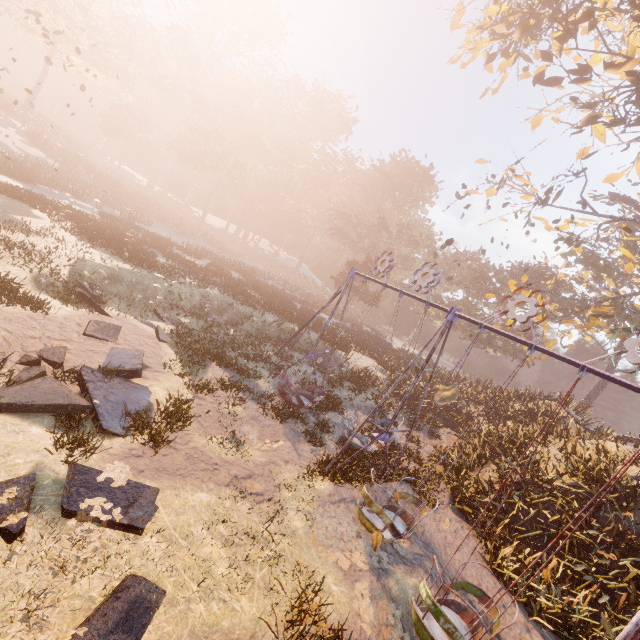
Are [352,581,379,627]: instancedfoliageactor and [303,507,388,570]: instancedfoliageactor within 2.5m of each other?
yes

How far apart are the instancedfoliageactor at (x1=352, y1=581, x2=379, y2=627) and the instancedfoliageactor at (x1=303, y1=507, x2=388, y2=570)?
0.4m

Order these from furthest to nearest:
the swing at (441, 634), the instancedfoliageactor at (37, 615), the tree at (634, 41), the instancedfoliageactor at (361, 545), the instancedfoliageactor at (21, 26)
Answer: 1. the instancedfoliageactor at (21, 26)
2. the tree at (634, 41)
3. the instancedfoliageactor at (361, 545)
4. the swing at (441, 634)
5. the instancedfoliageactor at (37, 615)

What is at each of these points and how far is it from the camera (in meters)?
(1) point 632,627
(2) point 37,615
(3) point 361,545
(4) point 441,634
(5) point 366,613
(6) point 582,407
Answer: (1) swing, 4.49
(2) instancedfoliageactor, 3.95
(3) instancedfoliageactor, 8.10
(4) swing, 6.45
(5) instancedfoliageactor, 6.16
(6) instancedfoliageactor, 21.86

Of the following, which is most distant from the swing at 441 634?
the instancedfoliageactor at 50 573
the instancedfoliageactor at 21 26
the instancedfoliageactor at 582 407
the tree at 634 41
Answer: the instancedfoliageactor at 582 407

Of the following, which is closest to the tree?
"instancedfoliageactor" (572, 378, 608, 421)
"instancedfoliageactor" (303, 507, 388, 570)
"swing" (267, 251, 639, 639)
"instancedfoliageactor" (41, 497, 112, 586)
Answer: "instancedfoliageactor" (572, 378, 608, 421)

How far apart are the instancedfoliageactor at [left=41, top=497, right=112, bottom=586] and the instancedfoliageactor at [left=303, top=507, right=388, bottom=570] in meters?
4.0 m

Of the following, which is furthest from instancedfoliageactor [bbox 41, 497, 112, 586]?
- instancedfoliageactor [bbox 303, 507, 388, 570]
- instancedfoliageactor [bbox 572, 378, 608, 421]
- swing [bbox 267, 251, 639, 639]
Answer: instancedfoliageactor [bbox 572, 378, 608, 421]
